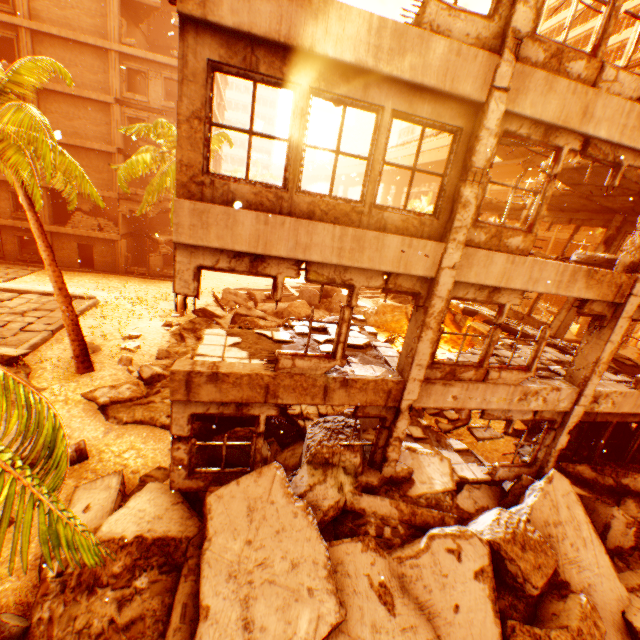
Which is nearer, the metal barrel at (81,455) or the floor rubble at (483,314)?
the metal barrel at (81,455)

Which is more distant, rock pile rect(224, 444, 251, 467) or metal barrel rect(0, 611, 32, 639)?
rock pile rect(224, 444, 251, 467)

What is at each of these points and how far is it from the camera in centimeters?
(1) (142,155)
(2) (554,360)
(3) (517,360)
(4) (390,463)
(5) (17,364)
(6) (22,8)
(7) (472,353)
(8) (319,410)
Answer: (1) rubble, 1734cm
(2) floor rubble, 1031cm
(3) floor rubble, 972cm
(4) pillar, 779cm
(5) rock pile, 1176cm
(6) concrete pillar, 1972cm
(7) floor rubble, 970cm
(8) floor rubble, 1070cm

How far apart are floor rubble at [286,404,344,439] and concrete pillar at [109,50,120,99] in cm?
2495

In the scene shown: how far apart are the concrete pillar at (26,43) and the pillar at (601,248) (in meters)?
33.77

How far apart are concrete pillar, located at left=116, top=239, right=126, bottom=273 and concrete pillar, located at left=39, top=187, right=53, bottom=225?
4.4m

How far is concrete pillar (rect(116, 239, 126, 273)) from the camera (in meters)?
25.34

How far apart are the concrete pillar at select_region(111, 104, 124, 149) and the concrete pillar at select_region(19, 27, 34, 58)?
4.4 meters
